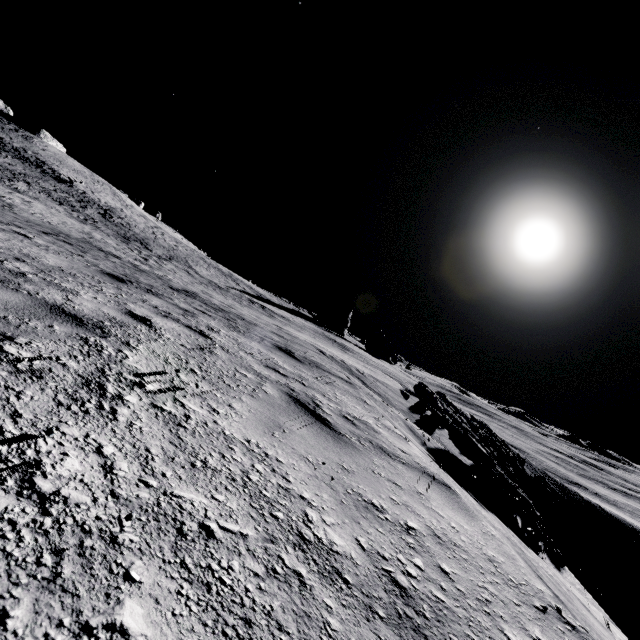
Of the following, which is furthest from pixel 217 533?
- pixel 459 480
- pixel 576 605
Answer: pixel 459 480

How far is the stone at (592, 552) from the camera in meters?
30.4 m

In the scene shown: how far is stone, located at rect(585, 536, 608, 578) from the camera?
30.39m
